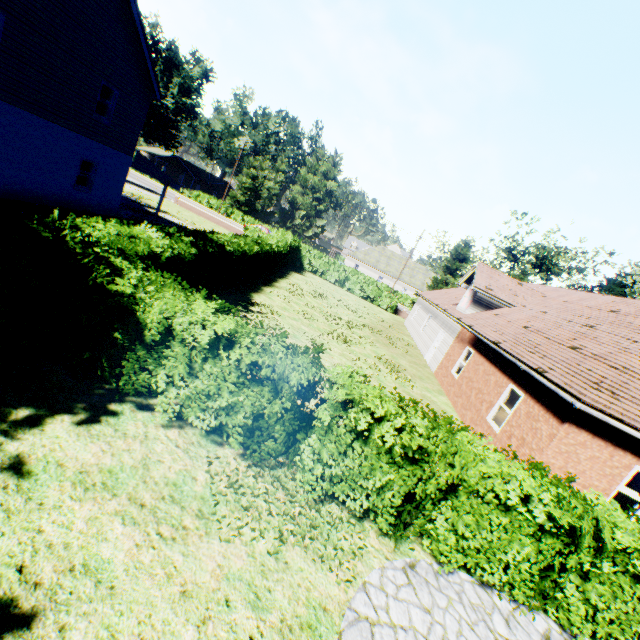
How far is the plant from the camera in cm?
5269

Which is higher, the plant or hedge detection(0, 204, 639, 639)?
the plant

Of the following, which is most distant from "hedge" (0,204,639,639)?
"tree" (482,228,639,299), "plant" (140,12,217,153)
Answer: "plant" (140,12,217,153)

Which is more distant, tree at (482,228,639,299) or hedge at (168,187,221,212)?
hedge at (168,187,221,212)

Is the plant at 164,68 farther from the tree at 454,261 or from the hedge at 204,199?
the hedge at 204,199

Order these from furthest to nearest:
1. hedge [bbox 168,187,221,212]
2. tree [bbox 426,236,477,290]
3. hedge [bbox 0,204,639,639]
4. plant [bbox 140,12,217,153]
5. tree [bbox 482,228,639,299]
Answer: hedge [bbox 168,187,221,212]
plant [bbox 140,12,217,153]
tree [bbox 426,236,477,290]
tree [bbox 482,228,639,299]
hedge [bbox 0,204,639,639]

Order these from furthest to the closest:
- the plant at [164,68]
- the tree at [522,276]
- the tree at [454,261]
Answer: the plant at [164,68]
the tree at [454,261]
the tree at [522,276]

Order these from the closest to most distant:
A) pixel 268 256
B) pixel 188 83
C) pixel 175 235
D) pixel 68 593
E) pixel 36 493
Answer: pixel 68 593 → pixel 36 493 → pixel 175 235 → pixel 268 256 → pixel 188 83
